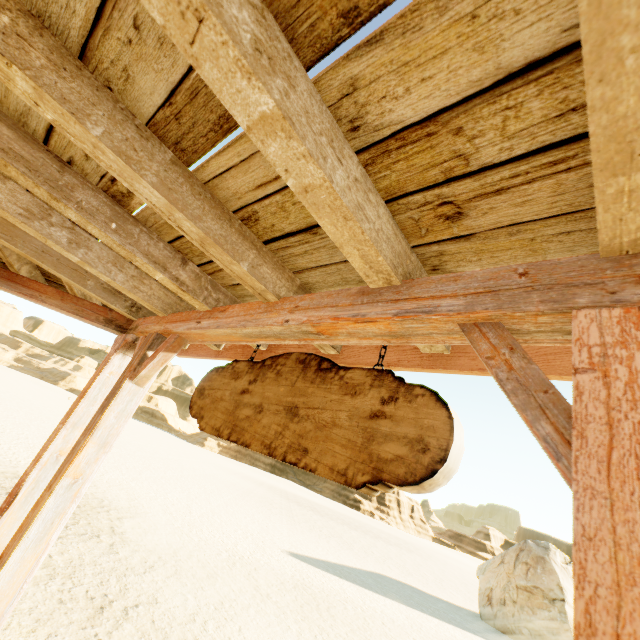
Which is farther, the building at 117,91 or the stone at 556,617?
the stone at 556,617

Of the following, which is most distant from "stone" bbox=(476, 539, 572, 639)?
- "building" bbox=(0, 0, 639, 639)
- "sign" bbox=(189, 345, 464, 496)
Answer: "sign" bbox=(189, 345, 464, 496)

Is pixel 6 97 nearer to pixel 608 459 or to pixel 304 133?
pixel 304 133

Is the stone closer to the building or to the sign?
the building

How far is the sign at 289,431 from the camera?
1.1 meters

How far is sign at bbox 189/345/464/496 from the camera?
1.1m
